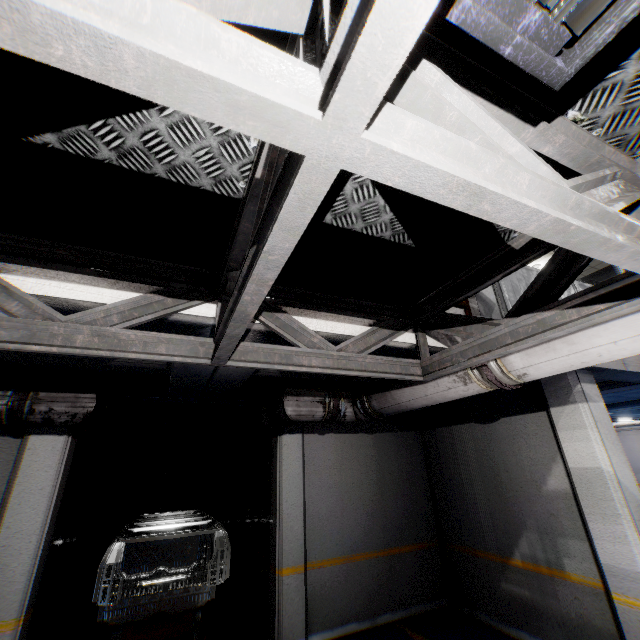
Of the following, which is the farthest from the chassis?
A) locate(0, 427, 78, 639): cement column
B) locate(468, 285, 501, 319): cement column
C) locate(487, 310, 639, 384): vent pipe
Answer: locate(468, 285, 501, 319): cement column

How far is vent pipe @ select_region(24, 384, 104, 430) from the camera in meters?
3.7

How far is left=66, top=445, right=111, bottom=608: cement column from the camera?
7.2m

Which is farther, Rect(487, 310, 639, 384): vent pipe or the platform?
the platform

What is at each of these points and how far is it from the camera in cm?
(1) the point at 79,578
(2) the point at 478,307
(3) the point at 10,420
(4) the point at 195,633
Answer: (1) cement column, 734
(2) cement column, 412
(3) vent pipe, 362
(4) platform, 520

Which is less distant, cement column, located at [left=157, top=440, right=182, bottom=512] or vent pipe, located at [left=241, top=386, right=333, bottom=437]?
vent pipe, located at [left=241, top=386, right=333, bottom=437]

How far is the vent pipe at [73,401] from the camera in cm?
367

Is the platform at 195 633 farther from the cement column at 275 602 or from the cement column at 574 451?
the cement column at 574 451
